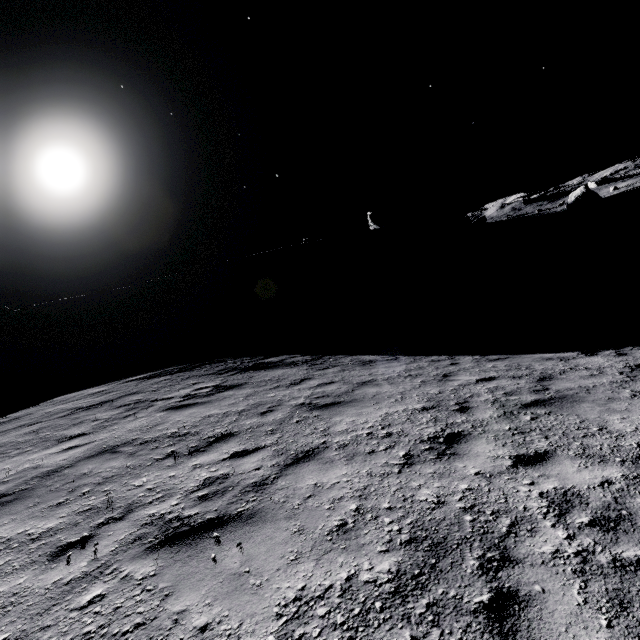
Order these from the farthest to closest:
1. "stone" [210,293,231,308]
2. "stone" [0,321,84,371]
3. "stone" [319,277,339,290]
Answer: "stone" [319,277,339,290], "stone" [210,293,231,308], "stone" [0,321,84,371]

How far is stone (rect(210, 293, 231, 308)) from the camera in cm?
5434

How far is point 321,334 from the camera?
19.6 meters

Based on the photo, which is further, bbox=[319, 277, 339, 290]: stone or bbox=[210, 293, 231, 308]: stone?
bbox=[319, 277, 339, 290]: stone

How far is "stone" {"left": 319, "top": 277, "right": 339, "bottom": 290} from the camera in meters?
56.8 m

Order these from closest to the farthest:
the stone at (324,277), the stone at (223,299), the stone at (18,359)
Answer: the stone at (18,359) < the stone at (223,299) < the stone at (324,277)

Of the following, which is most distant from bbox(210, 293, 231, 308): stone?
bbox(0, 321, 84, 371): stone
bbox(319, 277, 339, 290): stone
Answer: bbox(319, 277, 339, 290): stone

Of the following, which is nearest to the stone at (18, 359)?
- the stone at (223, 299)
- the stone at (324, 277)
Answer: the stone at (223, 299)
